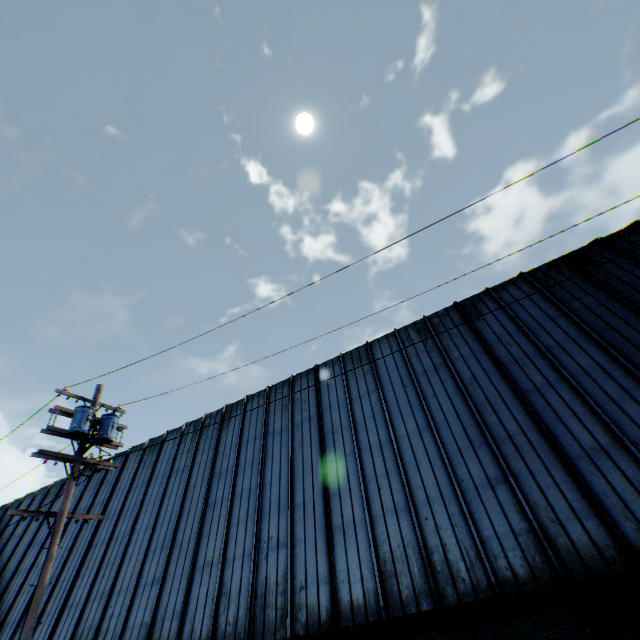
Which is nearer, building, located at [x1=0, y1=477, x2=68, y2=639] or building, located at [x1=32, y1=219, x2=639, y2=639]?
building, located at [x1=32, y1=219, x2=639, y2=639]

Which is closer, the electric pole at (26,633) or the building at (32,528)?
the electric pole at (26,633)

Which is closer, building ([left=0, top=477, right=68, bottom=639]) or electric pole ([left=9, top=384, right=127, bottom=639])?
electric pole ([left=9, top=384, right=127, bottom=639])

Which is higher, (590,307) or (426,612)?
(590,307)

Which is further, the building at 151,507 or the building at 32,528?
the building at 32,528
